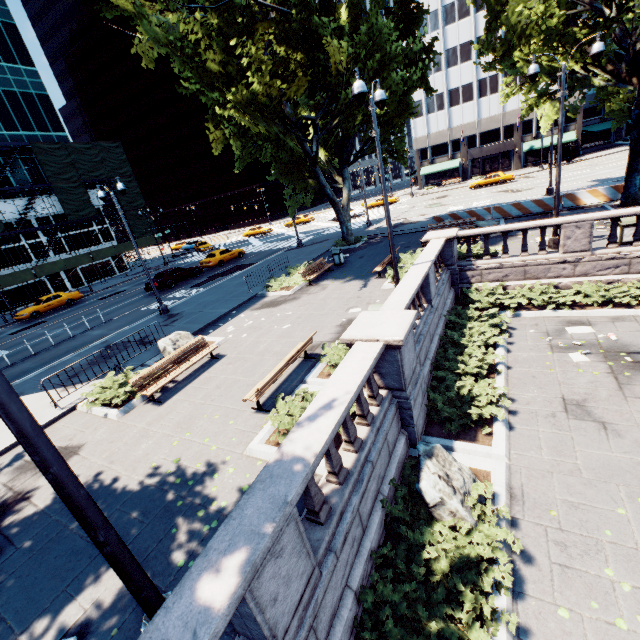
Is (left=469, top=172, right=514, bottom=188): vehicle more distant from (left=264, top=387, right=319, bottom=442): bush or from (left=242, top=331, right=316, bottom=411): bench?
(left=264, top=387, right=319, bottom=442): bush

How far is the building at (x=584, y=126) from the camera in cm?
4820

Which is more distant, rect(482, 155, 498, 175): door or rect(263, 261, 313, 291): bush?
rect(482, 155, 498, 175): door

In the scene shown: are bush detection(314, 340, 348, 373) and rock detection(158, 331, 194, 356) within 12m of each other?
yes

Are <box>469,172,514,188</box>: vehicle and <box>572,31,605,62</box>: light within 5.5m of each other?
no

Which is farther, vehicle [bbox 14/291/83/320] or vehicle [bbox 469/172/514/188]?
vehicle [bbox 469/172/514/188]

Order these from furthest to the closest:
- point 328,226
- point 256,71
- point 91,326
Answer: point 328,226
point 91,326
point 256,71

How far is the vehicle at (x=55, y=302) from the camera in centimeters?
2806cm
